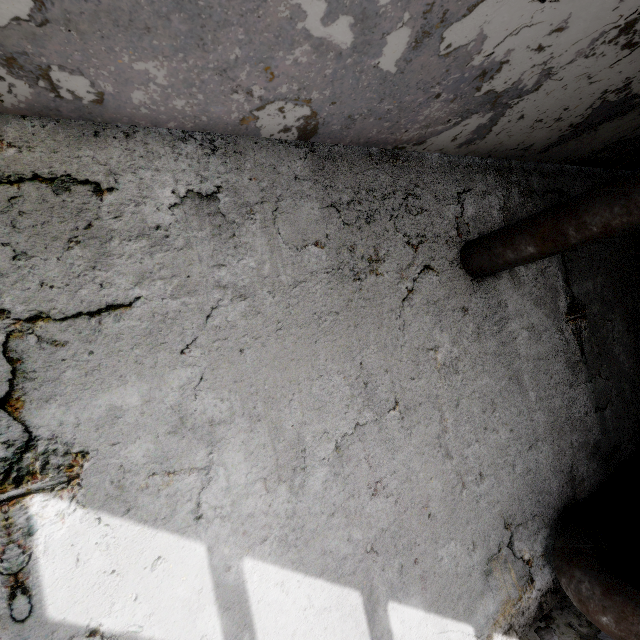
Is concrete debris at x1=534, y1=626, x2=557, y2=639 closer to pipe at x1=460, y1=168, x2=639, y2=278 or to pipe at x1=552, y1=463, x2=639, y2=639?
pipe at x1=552, y1=463, x2=639, y2=639

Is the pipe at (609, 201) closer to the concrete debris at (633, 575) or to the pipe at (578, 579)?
the pipe at (578, 579)

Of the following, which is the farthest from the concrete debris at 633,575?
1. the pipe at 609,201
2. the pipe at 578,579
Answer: the pipe at 609,201

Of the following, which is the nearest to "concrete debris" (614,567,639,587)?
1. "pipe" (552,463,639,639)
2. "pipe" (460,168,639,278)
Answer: "pipe" (552,463,639,639)

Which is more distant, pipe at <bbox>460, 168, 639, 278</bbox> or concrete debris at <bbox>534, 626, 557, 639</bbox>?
concrete debris at <bbox>534, 626, 557, 639</bbox>

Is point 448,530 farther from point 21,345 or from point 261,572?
point 21,345

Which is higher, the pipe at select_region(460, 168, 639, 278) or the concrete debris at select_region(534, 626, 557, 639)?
the pipe at select_region(460, 168, 639, 278)
